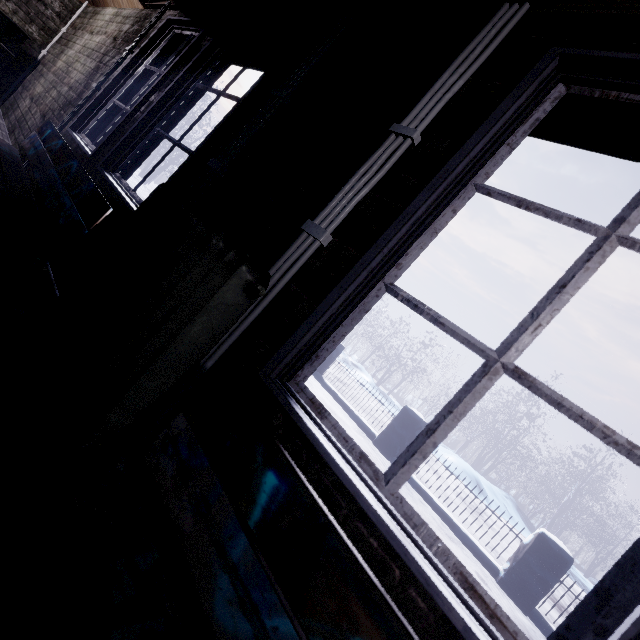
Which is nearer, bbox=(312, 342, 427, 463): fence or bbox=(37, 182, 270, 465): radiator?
bbox=(37, 182, 270, 465): radiator

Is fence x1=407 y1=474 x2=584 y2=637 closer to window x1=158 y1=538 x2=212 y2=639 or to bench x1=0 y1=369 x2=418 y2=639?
window x1=158 y1=538 x2=212 y2=639

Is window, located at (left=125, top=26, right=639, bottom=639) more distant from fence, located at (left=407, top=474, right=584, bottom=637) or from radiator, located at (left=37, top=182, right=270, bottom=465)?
fence, located at (left=407, top=474, right=584, bottom=637)

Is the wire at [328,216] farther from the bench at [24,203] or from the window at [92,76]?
the bench at [24,203]

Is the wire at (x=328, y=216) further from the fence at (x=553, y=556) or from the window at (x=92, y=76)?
the fence at (x=553, y=556)

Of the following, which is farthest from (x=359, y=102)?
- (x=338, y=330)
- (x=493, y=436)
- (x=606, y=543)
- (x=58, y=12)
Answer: (x=606, y=543)

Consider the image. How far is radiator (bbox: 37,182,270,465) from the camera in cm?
97

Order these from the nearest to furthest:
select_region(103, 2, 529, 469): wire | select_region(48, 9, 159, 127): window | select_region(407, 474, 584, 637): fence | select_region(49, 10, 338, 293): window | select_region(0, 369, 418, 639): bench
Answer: select_region(0, 369, 418, 639): bench < select_region(103, 2, 529, 469): wire < select_region(49, 10, 338, 293): window < select_region(48, 9, 159, 127): window < select_region(407, 474, 584, 637): fence
